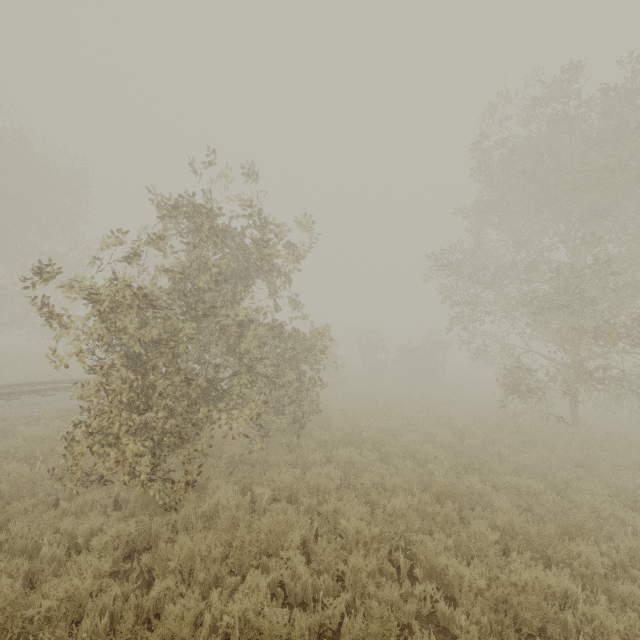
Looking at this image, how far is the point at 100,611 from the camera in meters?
3.7 m

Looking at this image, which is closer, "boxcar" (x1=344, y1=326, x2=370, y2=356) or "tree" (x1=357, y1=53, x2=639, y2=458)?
"tree" (x1=357, y1=53, x2=639, y2=458)

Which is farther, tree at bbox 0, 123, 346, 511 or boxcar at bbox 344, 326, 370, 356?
boxcar at bbox 344, 326, 370, 356

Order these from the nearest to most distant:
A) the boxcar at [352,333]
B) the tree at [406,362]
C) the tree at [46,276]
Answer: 1. the tree at [46,276]
2. the tree at [406,362]
3. the boxcar at [352,333]

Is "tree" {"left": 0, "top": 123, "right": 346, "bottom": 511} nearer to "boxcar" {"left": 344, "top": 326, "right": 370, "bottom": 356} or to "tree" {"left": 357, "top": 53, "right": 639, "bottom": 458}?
"tree" {"left": 357, "top": 53, "right": 639, "bottom": 458}

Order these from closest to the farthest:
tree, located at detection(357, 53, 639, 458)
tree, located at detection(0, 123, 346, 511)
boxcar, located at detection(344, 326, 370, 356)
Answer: tree, located at detection(0, 123, 346, 511) < tree, located at detection(357, 53, 639, 458) < boxcar, located at detection(344, 326, 370, 356)

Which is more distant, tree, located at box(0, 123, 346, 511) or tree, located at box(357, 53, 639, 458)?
tree, located at box(357, 53, 639, 458)

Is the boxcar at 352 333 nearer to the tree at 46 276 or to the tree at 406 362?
the tree at 406 362
